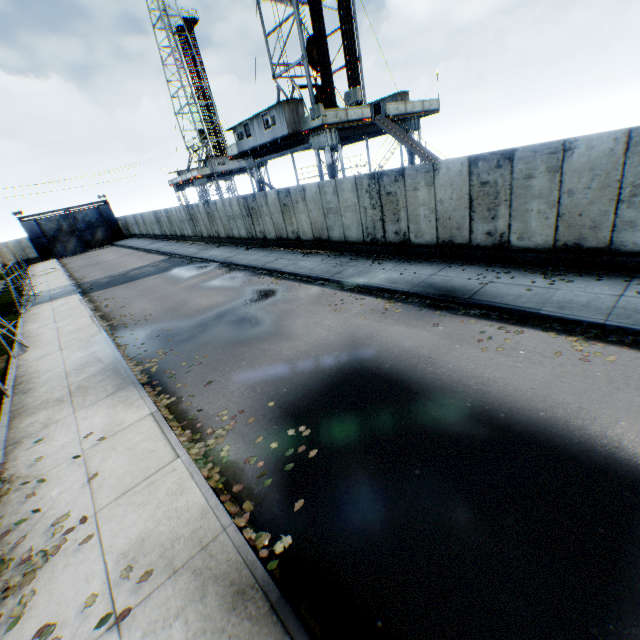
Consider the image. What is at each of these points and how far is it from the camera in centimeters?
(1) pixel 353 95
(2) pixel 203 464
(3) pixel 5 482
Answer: (1) air conditioner, 1552cm
(2) leaf decal, 566cm
(3) leaf decal, 589cm

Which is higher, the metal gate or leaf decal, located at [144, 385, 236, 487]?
the metal gate

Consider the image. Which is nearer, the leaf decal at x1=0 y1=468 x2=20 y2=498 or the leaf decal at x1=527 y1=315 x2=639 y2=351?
the leaf decal at x1=0 y1=468 x2=20 y2=498

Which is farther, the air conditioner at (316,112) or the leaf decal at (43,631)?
the air conditioner at (316,112)

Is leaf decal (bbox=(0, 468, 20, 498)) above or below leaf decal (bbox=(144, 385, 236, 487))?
above

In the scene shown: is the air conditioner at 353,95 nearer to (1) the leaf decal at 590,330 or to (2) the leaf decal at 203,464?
(1) the leaf decal at 590,330

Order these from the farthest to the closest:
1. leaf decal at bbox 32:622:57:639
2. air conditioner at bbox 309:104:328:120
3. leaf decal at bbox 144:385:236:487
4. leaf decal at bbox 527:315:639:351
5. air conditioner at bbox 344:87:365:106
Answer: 1. air conditioner at bbox 309:104:328:120
2. air conditioner at bbox 344:87:365:106
3. leaf decal at bbox 527:315:639:351
4. leaf decal at bbox 144:385:236:487
5. leaf decal at bbox 32:622:57:639

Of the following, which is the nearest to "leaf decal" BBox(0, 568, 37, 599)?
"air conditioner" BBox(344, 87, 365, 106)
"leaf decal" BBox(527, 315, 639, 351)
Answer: "leaf decal" BBox(527, 315, 639, 351)
